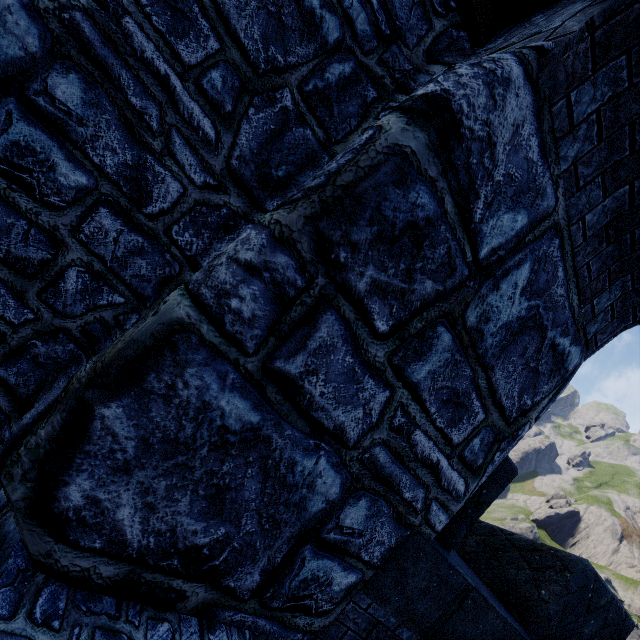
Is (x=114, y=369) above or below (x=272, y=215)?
below
